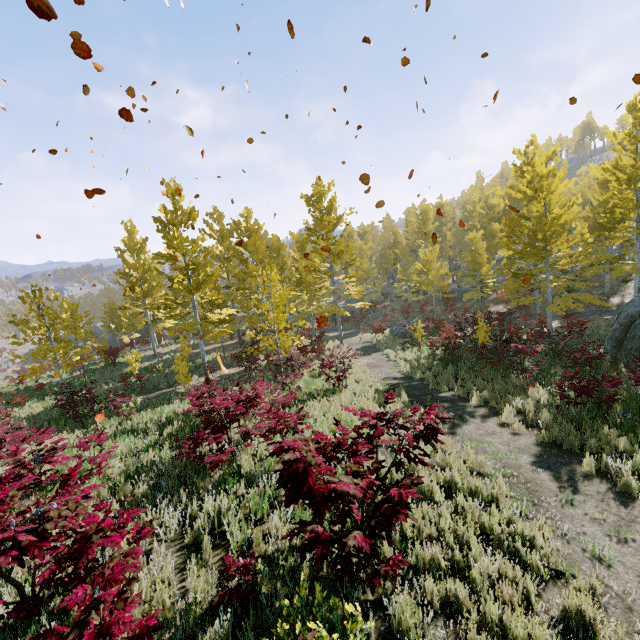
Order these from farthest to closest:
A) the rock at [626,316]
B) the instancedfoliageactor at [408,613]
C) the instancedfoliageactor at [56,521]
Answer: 1. the rock at [626,316]
2. the instancedfoliageactor at [408,613]
3. the instancedfoliageactor at [56,521]

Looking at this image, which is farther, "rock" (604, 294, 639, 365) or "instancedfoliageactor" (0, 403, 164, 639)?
"rock" (604, 294, 639, 365)

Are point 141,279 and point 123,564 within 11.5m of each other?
no

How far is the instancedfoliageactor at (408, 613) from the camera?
3.0 meters

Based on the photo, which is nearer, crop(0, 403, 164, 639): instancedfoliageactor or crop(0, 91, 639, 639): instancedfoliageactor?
crop(0, 403, 164, 639): instancedfoliageactor

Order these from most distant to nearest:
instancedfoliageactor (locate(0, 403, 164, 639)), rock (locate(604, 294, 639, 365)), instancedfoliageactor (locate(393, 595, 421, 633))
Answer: rock (locate(604, 294, 639, 365)) < instancedfoliageactor (locate(393, 595, 421, 633)) < instancedfoliageactor (locate(0, 403, 164, 639))

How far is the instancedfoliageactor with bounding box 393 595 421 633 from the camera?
3.0m
